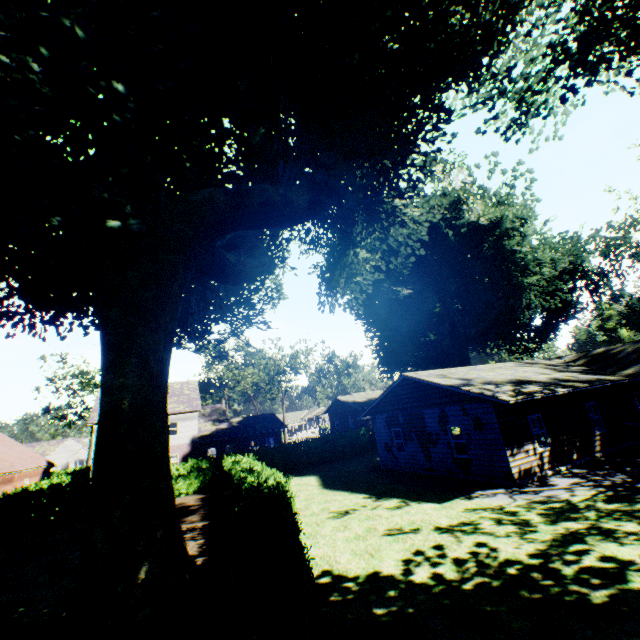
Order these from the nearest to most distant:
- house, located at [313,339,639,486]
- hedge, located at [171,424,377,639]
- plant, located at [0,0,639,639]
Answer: hedge, located at [171,424,377,639]
plant, located at [0,0,639,639]
house, located at [313,339,639,486]

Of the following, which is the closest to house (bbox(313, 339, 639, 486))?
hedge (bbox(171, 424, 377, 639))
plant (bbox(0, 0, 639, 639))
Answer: plant (bbox(0, 0, 639, 639))

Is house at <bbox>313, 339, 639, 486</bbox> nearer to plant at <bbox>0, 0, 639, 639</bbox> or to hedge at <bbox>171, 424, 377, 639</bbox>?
plant at <bbox>0, 0, 639, 639</bbox>

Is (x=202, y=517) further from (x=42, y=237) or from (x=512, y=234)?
(x=512, y=234)

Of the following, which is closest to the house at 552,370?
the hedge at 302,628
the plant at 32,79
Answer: the plant at 32,79
